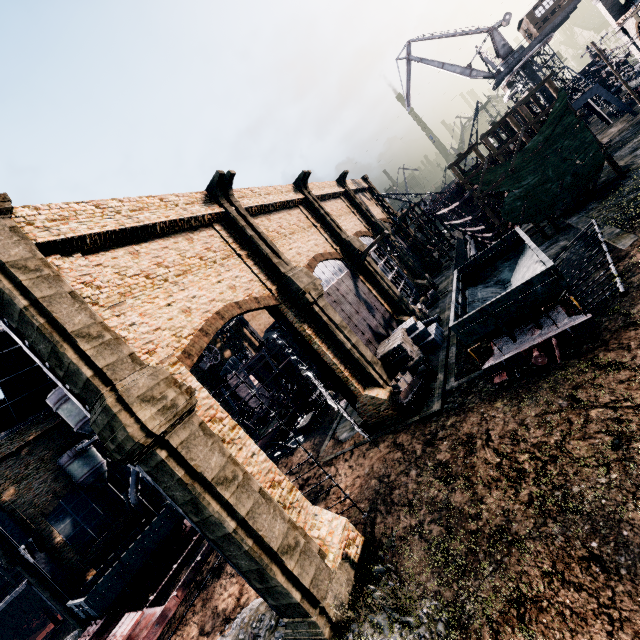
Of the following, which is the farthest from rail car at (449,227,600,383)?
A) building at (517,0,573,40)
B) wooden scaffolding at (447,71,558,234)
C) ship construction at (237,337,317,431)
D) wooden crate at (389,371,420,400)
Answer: building at (517,0,573,40)

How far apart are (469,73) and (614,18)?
15.1 meters

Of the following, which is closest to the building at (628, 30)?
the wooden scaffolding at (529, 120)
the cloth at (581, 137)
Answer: the wooden scaffolding at (529, 120)

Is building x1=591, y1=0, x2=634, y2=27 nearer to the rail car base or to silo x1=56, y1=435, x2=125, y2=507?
silo x1=56, y1=435, x2=125, y2=507

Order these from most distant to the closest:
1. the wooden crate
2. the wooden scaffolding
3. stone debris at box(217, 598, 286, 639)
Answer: the wooden scaffolding
the wooden crate
stone debris at box(217, 598, 286, 639)

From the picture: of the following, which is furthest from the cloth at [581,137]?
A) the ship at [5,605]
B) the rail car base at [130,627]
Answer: the ship at [5,605]

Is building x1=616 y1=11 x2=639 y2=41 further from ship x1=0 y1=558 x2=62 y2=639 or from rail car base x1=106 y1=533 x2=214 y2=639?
ship x1=0 y1=558 x2=62 y2=639

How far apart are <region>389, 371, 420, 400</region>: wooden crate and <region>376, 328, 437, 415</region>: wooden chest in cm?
50
